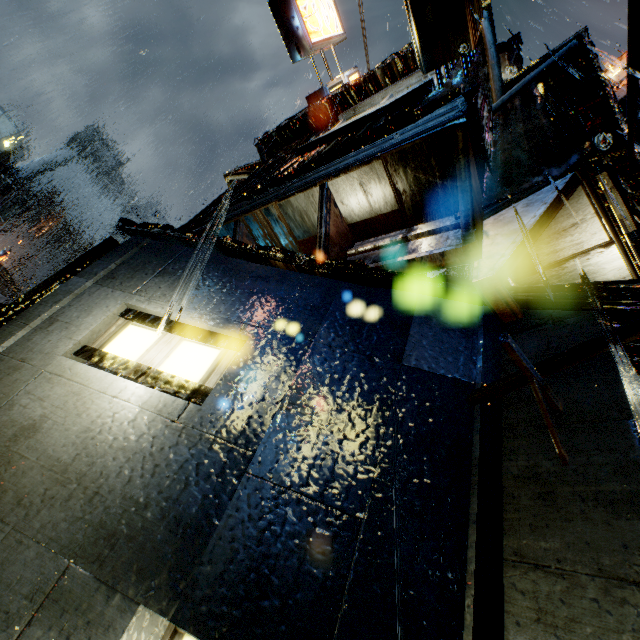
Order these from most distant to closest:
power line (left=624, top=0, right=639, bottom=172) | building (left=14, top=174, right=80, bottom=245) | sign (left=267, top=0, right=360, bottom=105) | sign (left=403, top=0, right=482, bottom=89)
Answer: building (left=14, top=174, right=80, bottom=245)
sign (left=267, top=0, right=360, bottom=105)
sign (left=403, top=0, right=482, bottom=89)
power line (left=624, top=0, right=639, bottom=172)

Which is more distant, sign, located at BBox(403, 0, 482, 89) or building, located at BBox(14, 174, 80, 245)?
building, located at BBox(14, 174, 80, 245)

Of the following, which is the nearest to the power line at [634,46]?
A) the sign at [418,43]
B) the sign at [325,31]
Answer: the sign at [418,43]

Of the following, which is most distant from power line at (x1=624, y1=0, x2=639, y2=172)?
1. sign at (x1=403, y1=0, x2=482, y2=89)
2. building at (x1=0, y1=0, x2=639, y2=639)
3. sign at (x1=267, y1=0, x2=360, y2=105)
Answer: sign at (x1=267, y1=0, x2=360, y2=105)

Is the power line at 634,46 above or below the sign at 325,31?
below

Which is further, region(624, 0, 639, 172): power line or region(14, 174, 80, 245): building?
region(14, 174, 80, 245): building

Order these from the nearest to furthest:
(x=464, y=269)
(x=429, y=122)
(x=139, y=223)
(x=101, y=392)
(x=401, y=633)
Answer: (x=401, y=633), (x=101, y=392), (x=429, y=122), (x=139, y=223), (x=464, y=269)
